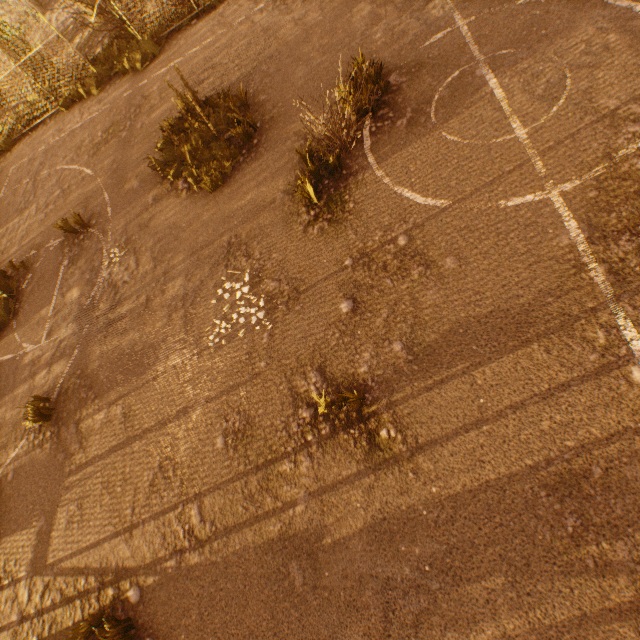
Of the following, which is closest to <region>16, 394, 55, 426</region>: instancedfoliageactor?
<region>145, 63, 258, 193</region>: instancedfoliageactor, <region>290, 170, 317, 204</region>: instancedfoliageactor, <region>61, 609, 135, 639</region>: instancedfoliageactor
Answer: <region>61, 609, 135, 639</region>: instancedfoliageactor

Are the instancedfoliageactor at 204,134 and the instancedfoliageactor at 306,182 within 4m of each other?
yes

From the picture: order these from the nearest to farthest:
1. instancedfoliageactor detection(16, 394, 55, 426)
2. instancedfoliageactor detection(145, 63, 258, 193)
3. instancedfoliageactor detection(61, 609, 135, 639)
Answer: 1. instancedfoliageactor detection(61, 609, 135, 639)
2. instancedfoliageactor detection(16, 394, 55, 426)
3. instancedfoliageactor detection(145, 63, 258, 193)

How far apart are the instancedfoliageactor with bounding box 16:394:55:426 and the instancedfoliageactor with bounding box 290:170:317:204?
5.76m

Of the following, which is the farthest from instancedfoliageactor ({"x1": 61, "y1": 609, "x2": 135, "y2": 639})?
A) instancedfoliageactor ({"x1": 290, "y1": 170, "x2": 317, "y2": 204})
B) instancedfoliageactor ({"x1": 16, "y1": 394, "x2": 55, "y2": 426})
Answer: instancedfoliageactor ({"x1": 290, "y1": 170, "x2": 317, "y2": 204})

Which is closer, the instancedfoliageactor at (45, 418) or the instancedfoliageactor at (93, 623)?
the instancedfoliageactor at (93, 623)

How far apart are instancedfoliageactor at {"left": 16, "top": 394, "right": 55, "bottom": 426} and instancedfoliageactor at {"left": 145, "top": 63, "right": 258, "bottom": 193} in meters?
5.0

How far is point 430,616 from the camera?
2.83m
